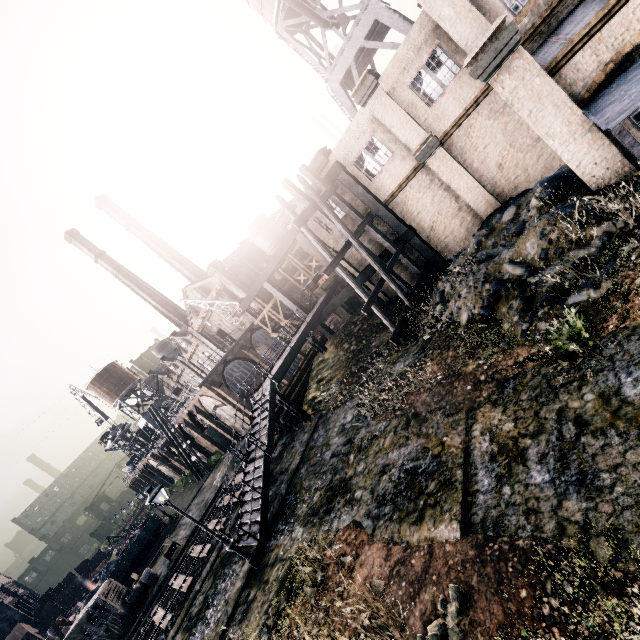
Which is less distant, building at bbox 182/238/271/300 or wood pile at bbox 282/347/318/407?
wood pile at bbox 282/347/318/407

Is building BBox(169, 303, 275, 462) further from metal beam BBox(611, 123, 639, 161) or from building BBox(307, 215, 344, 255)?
metal beam BBox(611, 123, 639, 161)

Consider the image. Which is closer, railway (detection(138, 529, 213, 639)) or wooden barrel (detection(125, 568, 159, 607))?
railway (detection(138, 529, 213, 639))

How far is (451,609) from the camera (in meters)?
6.24

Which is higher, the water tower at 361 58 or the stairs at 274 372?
the water tower at 361 58

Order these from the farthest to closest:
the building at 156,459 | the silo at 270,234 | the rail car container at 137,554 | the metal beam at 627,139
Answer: the building at 156,459
the silo at 270,234
the rail car container at 137,554
the metal beam at 627,139

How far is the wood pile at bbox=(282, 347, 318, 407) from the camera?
24.1m

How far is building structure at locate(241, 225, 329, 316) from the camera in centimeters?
2356cm
